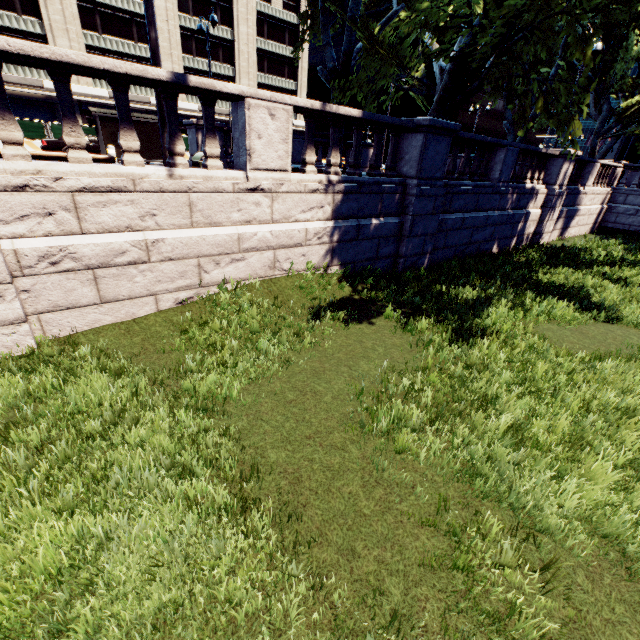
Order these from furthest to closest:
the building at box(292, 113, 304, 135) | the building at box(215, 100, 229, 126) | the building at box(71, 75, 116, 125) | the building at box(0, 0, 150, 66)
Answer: the building at box(292, 113, 304, 135)
the building at box(215, 100, 229, 126)
the building at box(71, 75, 116, 125)
the building at box(0, 0, 150, 66)

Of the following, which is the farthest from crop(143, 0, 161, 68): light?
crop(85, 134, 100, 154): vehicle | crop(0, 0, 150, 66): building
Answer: crop(0, 0, 150, 66): building

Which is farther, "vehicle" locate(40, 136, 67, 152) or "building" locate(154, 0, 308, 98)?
"building" locate(154, 0, 308, 98)

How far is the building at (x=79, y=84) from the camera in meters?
34.4

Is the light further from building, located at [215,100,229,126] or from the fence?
building, located at [215,100,229,126]

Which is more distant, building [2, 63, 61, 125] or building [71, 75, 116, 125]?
building [71, 75, 116, 125]

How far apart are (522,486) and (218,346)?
4.74m

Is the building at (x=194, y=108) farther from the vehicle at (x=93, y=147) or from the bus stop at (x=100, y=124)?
the bus stop at (x=100, y=124)
